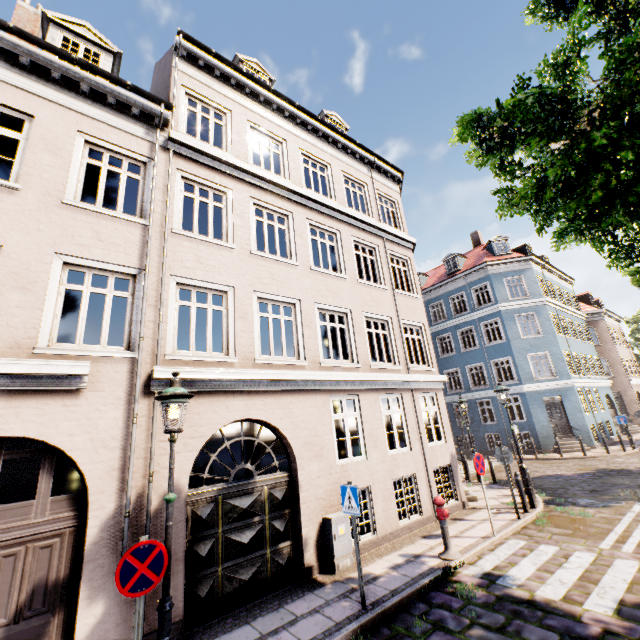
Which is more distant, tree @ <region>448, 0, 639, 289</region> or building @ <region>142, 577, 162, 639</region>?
building @ <region>142, 577, 162, 639</region>

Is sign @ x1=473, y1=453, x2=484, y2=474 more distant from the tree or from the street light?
the street light

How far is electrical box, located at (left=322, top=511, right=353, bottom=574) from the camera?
7.0 meters

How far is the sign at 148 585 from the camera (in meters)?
3.59

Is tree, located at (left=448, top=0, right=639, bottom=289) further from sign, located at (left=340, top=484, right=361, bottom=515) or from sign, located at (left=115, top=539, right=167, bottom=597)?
sign, located at (left=115, top=539, right=167, bottom=597)

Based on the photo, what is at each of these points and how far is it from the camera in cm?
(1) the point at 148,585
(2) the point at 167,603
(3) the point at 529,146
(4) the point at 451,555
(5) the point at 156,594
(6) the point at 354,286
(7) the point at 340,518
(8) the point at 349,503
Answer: (1) sign, 370
(2) street light, 382
(3) tree, 648
(4) hydrant, 707
(5) building, 529
(6) building, 1089
(7) electrical box, 733
(8) sign, 602

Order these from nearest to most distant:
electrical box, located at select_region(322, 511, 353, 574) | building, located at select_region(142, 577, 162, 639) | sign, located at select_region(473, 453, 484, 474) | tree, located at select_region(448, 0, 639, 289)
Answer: tree, located at select_region(448, 0, 639, 289), building, located at select_region(142, 577, 162, 639), electrical box, located at select_region(322, 511, 353, 574), sign, located at select_region(473, 453, 484, 474)

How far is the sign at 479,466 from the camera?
8.4 meters
